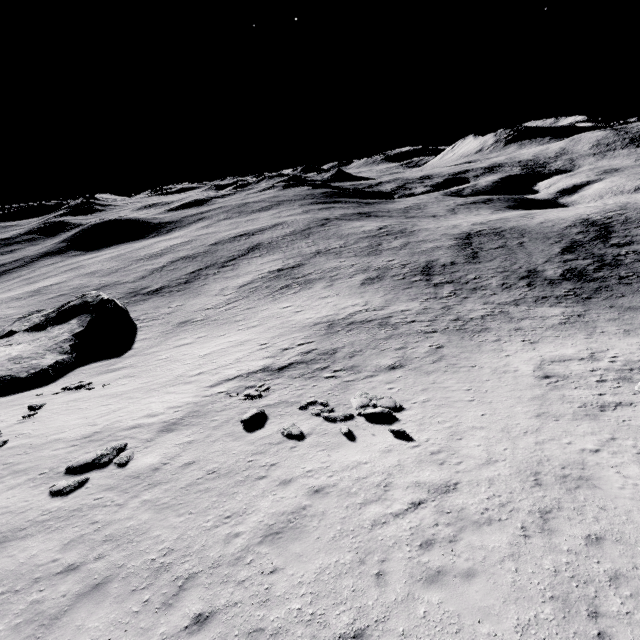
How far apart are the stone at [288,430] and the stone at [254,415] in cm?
148

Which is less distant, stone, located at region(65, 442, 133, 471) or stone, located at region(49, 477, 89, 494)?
stone, located at region(49, 477, 89, 494)

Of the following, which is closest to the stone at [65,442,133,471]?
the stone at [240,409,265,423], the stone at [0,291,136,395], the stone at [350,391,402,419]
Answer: the stone at [240,409,265,423]

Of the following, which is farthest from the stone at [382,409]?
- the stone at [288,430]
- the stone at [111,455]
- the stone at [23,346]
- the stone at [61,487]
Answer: the stone at [23,346]

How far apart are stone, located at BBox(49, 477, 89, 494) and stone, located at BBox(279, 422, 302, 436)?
7.09m

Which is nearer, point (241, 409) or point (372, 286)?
point (241, 409)

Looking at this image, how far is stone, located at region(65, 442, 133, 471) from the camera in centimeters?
1229cm

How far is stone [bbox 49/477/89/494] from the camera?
11.1 meters
